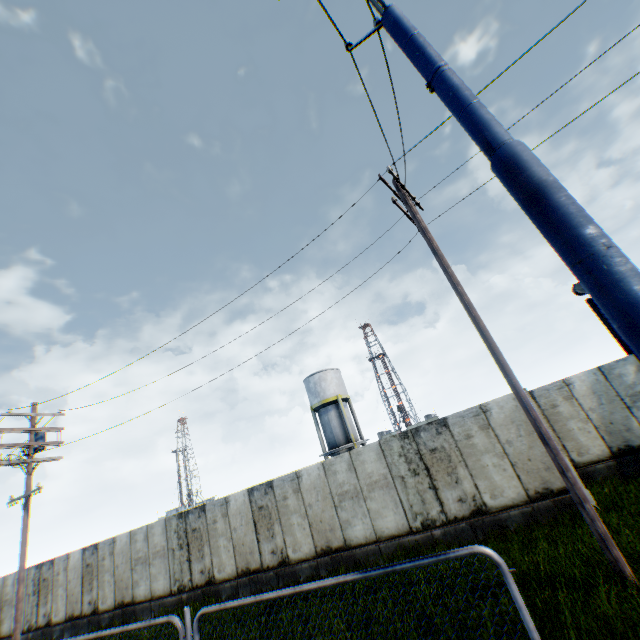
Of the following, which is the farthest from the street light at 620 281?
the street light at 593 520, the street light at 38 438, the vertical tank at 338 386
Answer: the vertical tank at 338 386

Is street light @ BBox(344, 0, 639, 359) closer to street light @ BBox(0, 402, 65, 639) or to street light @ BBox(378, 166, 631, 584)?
street light @ BBox(378, 166, 631, 584)

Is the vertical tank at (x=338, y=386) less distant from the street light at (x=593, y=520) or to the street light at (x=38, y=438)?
the street light at (x=38, y=438)

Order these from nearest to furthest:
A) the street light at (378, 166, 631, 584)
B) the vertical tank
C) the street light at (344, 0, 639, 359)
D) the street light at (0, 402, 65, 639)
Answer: the street light at (344, 0, 639, 359)
the street light at (378, 166, 631, 584)
the street light at (0, 402, 65, 639)
the vertical tank

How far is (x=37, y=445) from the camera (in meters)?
13.91

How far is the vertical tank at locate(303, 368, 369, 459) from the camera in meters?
30.4

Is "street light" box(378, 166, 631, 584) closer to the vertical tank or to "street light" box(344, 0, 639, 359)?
"street light" box(344, 0, 639, 359)

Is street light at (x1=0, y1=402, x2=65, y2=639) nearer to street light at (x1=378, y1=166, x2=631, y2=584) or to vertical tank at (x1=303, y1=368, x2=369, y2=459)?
street light at (x1=378, y1=166, x2=631, y2=584)
